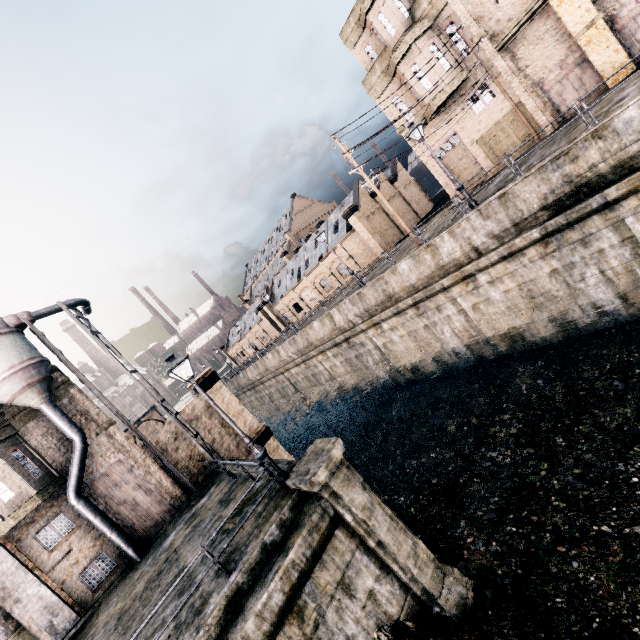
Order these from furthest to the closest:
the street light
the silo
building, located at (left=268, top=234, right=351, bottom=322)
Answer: building, located at (left=268, top=234, right=351, bottom=322) < the silo < the street light

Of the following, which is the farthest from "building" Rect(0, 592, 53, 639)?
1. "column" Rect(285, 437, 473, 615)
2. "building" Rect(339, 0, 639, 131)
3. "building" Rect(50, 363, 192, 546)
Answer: "building" Rect(339, 0, 639, 131)

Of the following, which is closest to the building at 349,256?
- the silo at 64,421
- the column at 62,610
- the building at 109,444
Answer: the building at 109,444

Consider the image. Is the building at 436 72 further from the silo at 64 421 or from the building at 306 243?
the silo at 64 421

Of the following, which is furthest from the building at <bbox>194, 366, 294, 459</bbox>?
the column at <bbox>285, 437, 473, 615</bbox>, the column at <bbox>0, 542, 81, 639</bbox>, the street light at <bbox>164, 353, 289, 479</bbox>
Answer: the column at <bbox>285, 437, 473, 615</bbox>

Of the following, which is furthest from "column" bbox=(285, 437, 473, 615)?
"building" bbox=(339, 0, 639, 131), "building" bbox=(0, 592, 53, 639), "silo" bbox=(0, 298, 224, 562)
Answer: "building" bbox=(339, 0, 639, 131)

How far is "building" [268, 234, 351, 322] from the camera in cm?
4297

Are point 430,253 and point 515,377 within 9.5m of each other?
yes
